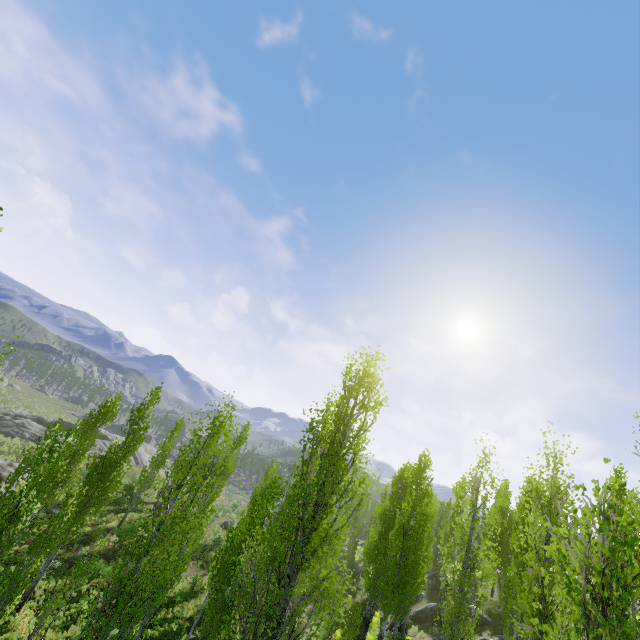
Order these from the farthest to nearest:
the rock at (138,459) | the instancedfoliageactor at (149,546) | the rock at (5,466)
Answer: the rock at (138,459), the rock at (5,466), the instancedfoliageactor at (149,546)

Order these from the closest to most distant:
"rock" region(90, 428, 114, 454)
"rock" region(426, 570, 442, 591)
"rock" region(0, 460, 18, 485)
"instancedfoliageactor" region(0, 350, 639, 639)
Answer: "instancedfoliageactor" region(0, 350, 639, 639) → "rock" region(0, 460, 18, 485) → "rock" region(426, 570, 442, 591) → "rock" region(90, 428, 114, 454)

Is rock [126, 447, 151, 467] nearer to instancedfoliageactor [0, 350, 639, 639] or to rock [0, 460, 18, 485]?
instancedfoliageactor [0, 350, 639, 639]

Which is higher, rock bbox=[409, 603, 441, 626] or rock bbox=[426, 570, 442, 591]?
rock bbox=[426, 570, 442, 591]

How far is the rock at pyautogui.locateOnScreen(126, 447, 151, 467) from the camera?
48.9m

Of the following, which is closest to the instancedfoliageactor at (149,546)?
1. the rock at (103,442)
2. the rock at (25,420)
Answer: the rock at (103,442)

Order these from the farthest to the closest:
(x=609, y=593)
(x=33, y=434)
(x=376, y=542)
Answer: (x=33, y=434), (x=376, y=542), (x=609, y=593)

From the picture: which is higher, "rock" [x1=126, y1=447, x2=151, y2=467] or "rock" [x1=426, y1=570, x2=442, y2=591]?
"rock" [x1=426, y1=570, x2=442, y2=591]
